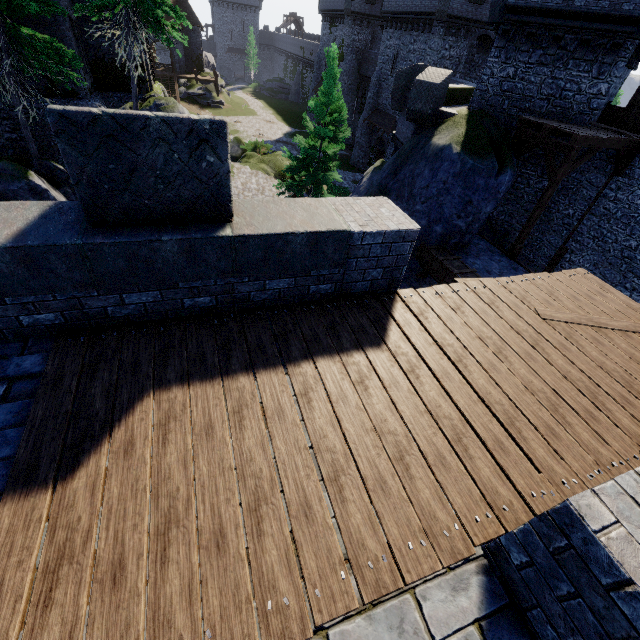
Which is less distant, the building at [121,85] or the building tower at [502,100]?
the building tower at [502,100]

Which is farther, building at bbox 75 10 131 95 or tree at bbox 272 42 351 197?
tree at bbox 272 42 351 197

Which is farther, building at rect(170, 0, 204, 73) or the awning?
building at rect(170, 0, 204, 73)

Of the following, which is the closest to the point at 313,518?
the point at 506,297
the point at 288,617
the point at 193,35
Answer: the point at 288,617

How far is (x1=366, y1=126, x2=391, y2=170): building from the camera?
35.3 meters

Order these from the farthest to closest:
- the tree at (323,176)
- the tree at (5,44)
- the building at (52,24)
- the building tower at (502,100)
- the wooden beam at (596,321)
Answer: the tree at (323,176), the building at (52,24), the tree at (5,44), the building tower at (502,100), the wooden beam at (596,321)

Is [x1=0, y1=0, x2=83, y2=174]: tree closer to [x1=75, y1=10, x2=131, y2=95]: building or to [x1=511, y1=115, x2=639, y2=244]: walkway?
[x1=75, y1=10, x2=131, y2=95]: building

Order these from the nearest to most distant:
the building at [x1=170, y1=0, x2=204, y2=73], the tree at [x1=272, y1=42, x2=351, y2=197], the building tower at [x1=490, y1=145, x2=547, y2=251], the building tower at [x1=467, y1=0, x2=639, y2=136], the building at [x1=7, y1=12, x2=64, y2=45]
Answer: the building tower at [x1=467, y1=0, x2=639, y2=136] → the building tower at [x1=490, y1=145, x2=547, y2=251] → the building at [x1=7, y1=12, x2=64, y2=45] → the tree at [x1=272, y1=42, x2=351, y2=197] → the building at [x1=170, y1=0, x2=204, y2=73]
